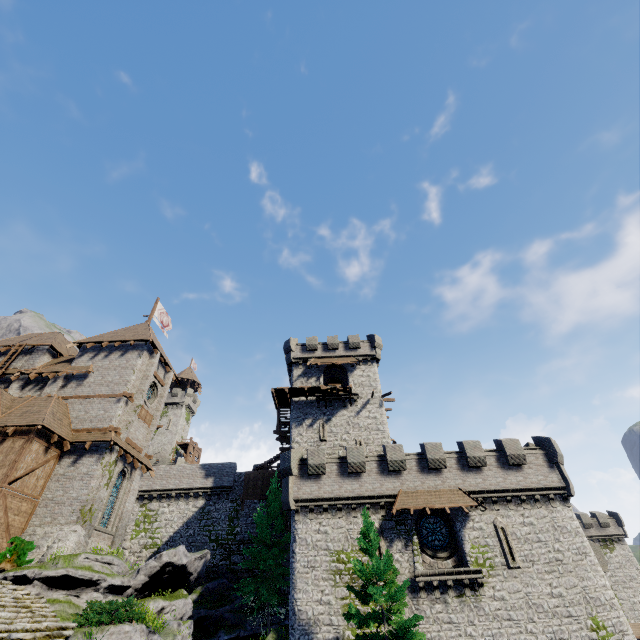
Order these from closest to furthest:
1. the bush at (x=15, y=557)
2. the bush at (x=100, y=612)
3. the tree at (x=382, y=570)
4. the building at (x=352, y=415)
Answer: the bush at (x=100, y=612)
the tree at (x=382, y=570)
the bush at (x=15, y=557)
the building at (x=352, y=415)

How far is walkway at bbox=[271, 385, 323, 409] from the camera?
32.94m

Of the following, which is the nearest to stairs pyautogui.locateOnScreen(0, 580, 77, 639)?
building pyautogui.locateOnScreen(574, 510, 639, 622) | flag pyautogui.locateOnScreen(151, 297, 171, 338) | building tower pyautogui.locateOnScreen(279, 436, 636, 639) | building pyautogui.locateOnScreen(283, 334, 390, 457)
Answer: building tower pyautogui.locateOnScreen(279, 436, 636, 639)

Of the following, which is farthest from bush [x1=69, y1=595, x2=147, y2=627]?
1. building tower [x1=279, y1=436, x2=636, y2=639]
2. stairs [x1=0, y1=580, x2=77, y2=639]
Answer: building tower [x1=279, y1=436, x2=636, y2=639]

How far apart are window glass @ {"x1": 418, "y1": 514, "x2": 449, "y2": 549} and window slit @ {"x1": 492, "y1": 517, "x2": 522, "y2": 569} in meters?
2.8

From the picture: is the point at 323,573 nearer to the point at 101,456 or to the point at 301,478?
the point at 301,478

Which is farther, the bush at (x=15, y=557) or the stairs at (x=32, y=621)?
the bush at (x=15, y=557)

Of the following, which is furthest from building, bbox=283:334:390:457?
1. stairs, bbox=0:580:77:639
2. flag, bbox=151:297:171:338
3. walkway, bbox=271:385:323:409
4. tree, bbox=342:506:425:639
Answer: stairs, bbox=0:580:77:639
